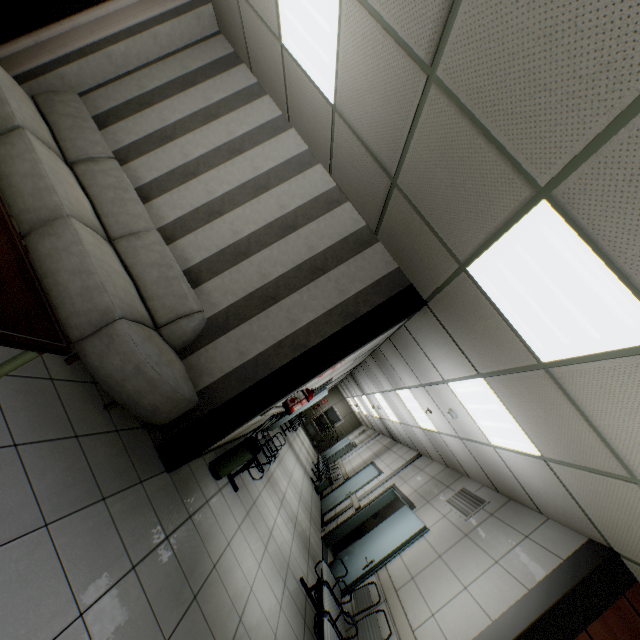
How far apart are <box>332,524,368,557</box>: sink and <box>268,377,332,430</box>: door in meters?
3.3

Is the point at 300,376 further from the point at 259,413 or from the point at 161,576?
the point at 161,576

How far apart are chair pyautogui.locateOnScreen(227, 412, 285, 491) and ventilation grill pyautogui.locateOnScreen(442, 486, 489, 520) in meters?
3.1

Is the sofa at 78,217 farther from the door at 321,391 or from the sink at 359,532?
the sink at 359,532

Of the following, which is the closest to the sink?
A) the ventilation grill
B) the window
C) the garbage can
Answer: the ventilation grill

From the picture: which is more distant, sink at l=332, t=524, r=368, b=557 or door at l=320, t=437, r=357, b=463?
door at l=320, t=437, r=357, b=463

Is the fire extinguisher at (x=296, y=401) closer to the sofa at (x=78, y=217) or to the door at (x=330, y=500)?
the sofa at (x=78, y=217)

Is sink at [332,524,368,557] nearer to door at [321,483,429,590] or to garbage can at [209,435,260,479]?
door at [321,483,429,590]
